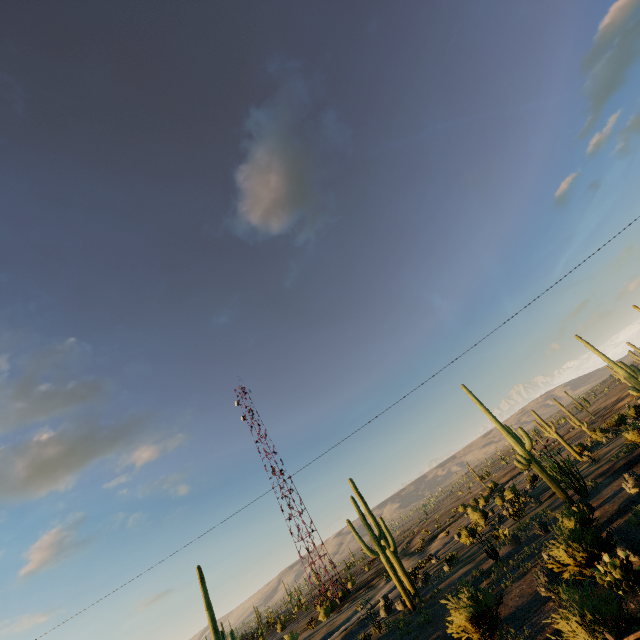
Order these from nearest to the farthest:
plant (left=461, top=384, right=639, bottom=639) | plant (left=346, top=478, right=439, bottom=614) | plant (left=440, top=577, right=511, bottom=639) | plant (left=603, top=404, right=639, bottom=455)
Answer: plant (left=461, top=384, right=639, bottom=639) < plant (left=440, top=577, right=511, bottom=639) < plant (left=346, top=478, right=439, bottom=614) < plant (left=603, top=404, right=639, bottom=455)

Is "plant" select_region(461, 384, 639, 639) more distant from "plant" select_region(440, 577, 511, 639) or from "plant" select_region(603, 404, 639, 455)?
"plant" select_region(603, 404, 639, 455)

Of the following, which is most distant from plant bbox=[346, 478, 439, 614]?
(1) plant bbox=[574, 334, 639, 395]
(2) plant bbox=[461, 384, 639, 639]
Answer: (1) plant bbox=[574, 334, 639, 395]

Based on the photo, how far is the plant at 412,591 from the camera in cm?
2347

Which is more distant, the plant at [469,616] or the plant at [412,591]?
the plant at [412,591]

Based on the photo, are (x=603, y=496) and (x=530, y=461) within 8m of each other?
yes

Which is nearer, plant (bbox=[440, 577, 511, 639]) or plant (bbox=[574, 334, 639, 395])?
plant (bbox=[440, 577, 511, 639])
